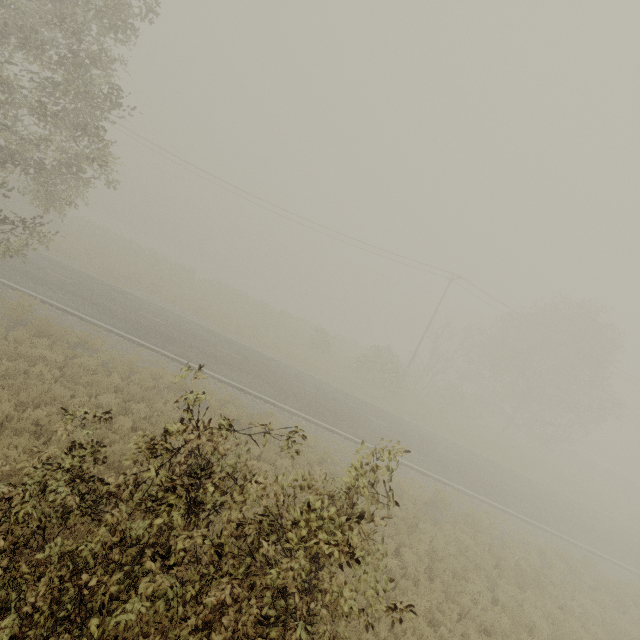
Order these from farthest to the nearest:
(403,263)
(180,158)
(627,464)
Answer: (627,464)
(403,263)
(180,158)
